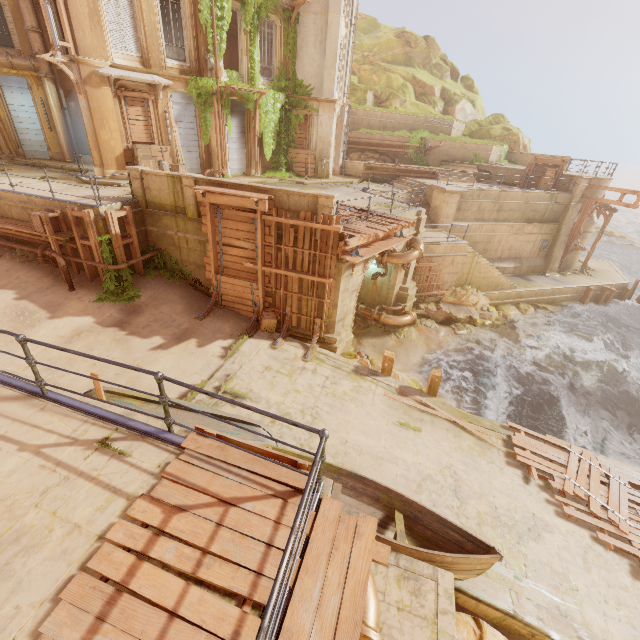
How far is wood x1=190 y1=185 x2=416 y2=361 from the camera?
10.8m

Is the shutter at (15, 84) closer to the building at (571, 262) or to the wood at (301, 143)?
the wood at (301, 143)

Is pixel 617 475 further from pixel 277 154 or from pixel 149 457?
pixel 277 154

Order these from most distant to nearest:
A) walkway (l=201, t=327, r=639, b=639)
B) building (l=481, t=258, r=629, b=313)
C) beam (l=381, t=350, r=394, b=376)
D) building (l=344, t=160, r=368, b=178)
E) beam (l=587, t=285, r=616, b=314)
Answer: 1. beam (l=587, t=285, r=616, b=314)
2. building (l=344, t=160, r=368, b=178)
3. building (l=481, t=258, r=629, b=313)
4. beam (l=381, t=350, r=394, b=376)
5. walkway (l=201, t=327, r=639, b=639)

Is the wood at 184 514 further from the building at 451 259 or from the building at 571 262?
the building at 571 262

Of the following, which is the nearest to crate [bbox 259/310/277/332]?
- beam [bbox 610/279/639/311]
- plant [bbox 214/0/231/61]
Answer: plant [bbox 214/0/231/61]

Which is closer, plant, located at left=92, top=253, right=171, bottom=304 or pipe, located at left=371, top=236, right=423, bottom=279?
plant, located at left=92, top=253, right=171, bottom=304

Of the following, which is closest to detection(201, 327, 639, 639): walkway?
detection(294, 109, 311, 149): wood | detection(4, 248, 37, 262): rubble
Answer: detection(4, 248, 37, 262): rubble
